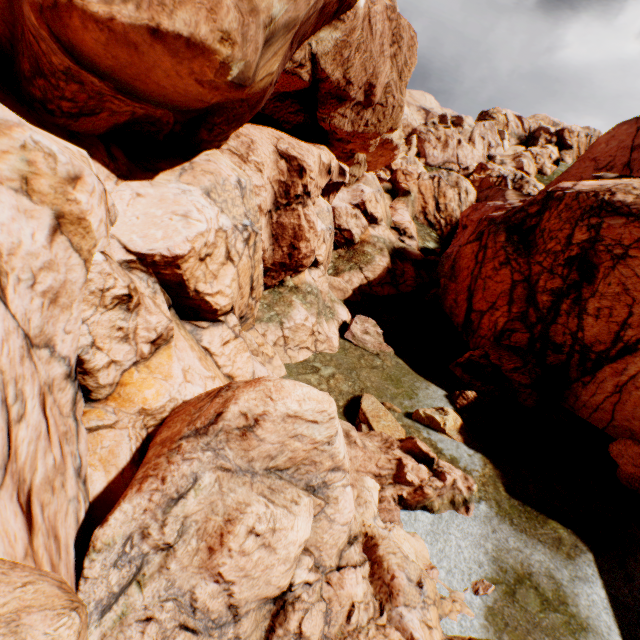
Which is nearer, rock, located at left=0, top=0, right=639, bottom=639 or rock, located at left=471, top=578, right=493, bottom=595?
rock, located at left=0, top=0, right=639, bottom=639

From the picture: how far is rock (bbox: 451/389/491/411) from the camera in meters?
Answer: 17.4 m

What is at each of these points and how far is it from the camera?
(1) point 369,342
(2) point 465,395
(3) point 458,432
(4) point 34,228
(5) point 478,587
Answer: (1) rock, 21.4m
(2) rock, 17.6m
(3) rock, 15.7m
(4) rock, 5.7m
(5) rock, 10.0m

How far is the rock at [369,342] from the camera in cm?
2103

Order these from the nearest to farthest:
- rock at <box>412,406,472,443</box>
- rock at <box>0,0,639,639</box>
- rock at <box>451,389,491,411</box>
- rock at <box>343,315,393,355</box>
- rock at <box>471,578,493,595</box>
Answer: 1. rock at <box>0,0,639,639</box>
2. rock at <box>471,578,493,595</box>
3. rock at <box>412,406,472,443</box>
4. rock at <box>451,389,491,411</box>
5. rock at <box>343,315,393,355</box>

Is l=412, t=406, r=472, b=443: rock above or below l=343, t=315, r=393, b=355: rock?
below
